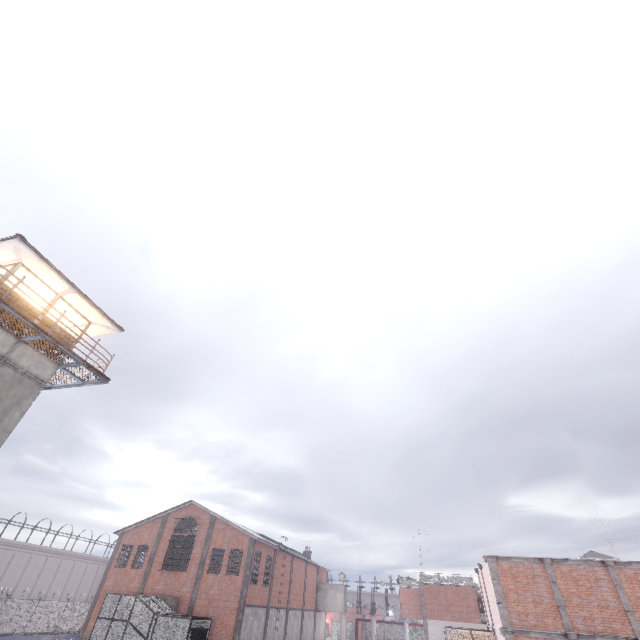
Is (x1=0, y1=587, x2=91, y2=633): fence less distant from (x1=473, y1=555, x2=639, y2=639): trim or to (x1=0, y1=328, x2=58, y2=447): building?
(x1=0, y1=328, x2=58, y2=447): building

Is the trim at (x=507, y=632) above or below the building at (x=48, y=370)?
below

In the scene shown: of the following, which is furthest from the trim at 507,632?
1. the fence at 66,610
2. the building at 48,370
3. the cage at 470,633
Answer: the building at 48,370

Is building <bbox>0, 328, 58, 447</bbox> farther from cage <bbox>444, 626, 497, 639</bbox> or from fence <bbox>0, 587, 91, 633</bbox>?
cage <bbox>444, 626, 497, 639</bbox>

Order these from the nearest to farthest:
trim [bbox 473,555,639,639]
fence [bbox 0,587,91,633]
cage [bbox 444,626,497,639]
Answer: trim [bbox 473,555,639,639] → cage [bbox 444,626,497,639] → fence [bbox 0,587,91,633]

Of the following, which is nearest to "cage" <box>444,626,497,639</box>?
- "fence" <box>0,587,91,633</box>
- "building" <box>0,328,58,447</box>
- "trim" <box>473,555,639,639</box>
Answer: "trim" <box>473,555,639,639</box>

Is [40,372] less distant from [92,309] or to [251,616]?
[92,309]

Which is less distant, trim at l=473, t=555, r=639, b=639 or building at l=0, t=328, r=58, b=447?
building at l=0, t=328, r=58, b=447
